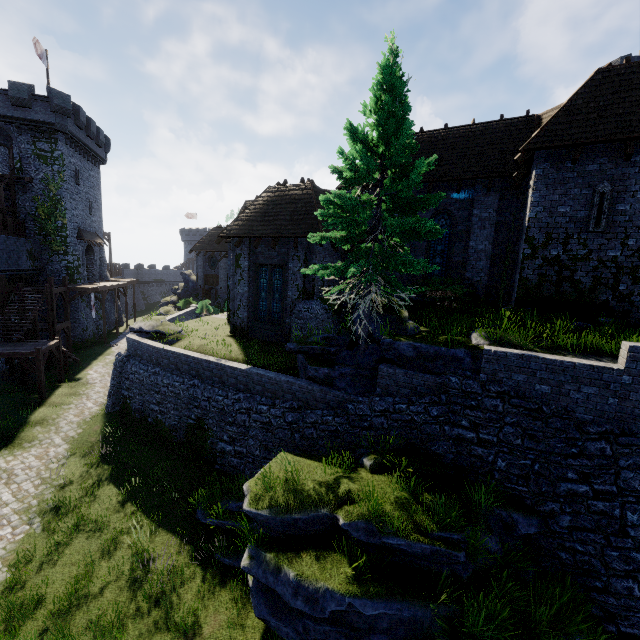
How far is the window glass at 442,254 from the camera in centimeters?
1614cm

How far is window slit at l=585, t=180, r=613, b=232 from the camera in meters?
10.8

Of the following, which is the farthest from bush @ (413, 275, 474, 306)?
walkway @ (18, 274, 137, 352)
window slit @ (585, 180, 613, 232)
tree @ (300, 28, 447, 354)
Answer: walkway @ (18, 274, 137, 352)

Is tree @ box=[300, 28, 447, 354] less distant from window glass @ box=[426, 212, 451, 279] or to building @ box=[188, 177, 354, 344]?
building @ box=[188, 177, 354, 344]

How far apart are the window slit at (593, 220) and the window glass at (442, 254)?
5.6m

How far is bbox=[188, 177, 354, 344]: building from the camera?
16.8 meters

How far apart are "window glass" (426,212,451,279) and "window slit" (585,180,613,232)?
5.6m

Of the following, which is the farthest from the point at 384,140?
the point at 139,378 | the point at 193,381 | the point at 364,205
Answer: the point at 139,378
